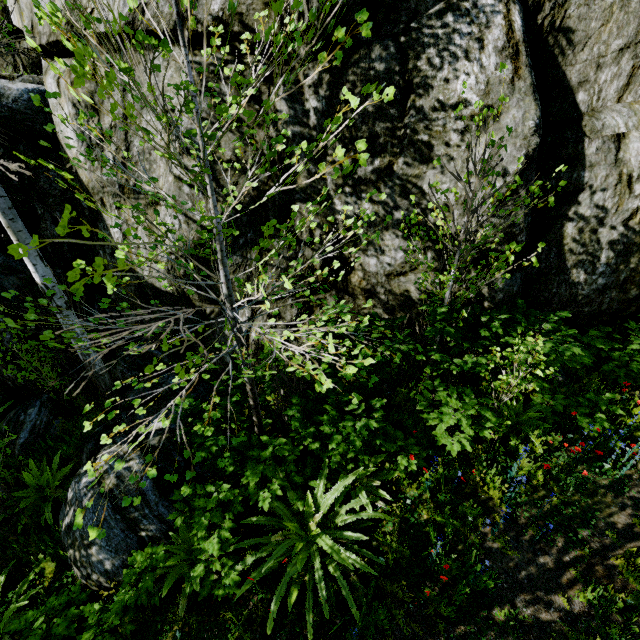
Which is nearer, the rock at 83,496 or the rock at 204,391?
the rock at 83,496

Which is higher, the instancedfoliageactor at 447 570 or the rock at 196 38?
the rock at 196 38

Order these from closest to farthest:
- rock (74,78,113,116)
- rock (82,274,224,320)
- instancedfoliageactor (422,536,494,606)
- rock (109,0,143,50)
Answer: instancedfoliageactor (422,536,494,606)
rock (109,0,143,50)
rock (74,78,113,116)
rock (82,274,224,320)

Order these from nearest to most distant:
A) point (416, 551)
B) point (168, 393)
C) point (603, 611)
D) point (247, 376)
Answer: point (247, 376) → point (603, 611) → point (416, 551) → point (168, 393)

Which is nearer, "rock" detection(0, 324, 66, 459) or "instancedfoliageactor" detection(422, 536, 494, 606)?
"instancedfoliageactor" detection(422, 536, 494, 606)

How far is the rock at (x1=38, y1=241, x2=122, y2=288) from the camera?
6.04m

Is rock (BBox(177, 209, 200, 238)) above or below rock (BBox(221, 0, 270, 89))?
below
